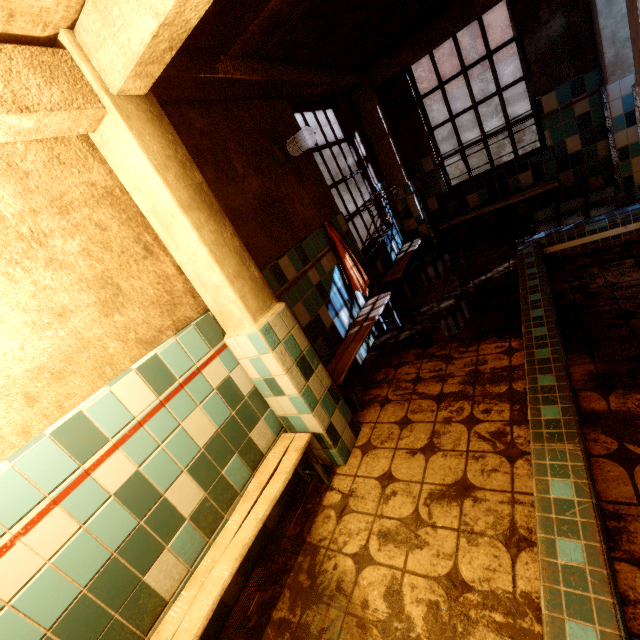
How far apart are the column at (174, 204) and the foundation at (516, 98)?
39.6 meters

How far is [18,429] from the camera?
1.37m

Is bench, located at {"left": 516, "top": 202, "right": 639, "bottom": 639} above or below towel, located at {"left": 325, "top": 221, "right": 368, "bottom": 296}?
below

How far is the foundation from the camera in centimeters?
2992cm

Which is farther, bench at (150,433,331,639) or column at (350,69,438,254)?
column at (350,69,438,254)

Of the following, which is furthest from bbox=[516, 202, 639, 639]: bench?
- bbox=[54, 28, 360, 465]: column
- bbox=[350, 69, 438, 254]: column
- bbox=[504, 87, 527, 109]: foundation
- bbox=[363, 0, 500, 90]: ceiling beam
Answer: bbox=[504, 87, 527, 109]: foundation

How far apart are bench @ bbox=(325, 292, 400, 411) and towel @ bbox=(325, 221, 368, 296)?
0.2 meters

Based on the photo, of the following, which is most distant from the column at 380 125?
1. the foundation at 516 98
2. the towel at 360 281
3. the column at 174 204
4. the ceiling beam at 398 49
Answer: the foundation at 516 98
